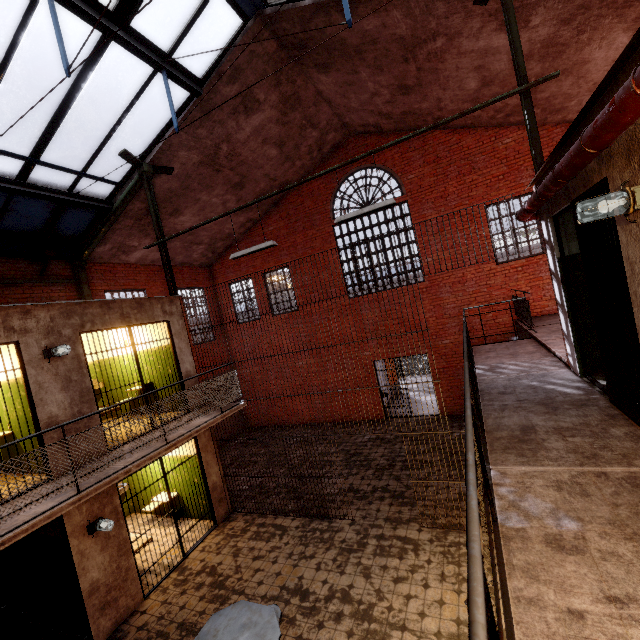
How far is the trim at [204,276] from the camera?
13.7m

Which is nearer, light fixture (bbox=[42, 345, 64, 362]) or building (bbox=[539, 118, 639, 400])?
building (bbox=[539, 118, 639, 400])

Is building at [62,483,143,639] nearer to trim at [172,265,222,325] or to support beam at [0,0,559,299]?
support beam at [0,0,559,299]

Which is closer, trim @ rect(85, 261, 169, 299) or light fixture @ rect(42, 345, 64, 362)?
light fixture @ rect(42, 345, 64, 362)

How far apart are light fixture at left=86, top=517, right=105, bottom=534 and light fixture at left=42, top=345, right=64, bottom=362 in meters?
2.9 m

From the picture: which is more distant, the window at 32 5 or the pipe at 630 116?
the window at 32 5

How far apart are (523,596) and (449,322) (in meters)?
10.35

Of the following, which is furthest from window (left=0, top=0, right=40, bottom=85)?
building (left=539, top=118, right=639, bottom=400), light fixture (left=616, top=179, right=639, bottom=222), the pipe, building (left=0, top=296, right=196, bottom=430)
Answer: light fixture (left=616, top=179, right=639, bottom=222)
